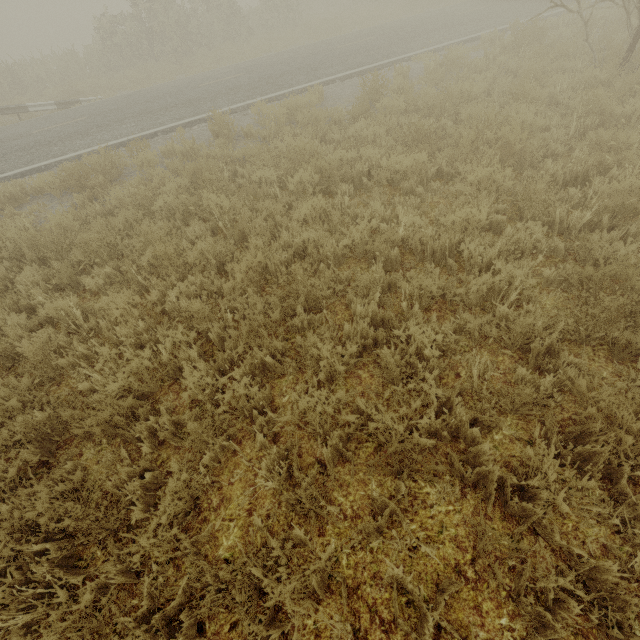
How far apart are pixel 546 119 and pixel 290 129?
5.2m

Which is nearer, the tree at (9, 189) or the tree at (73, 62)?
the tree at (9, 189)

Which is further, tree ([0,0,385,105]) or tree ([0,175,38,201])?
tree ([0,0,385,105])

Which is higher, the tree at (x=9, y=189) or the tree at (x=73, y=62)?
the tree at (x=73, y=62)

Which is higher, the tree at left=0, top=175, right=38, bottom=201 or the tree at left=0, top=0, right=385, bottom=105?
the tree at left=0, top=0, right=385, bottom=105
